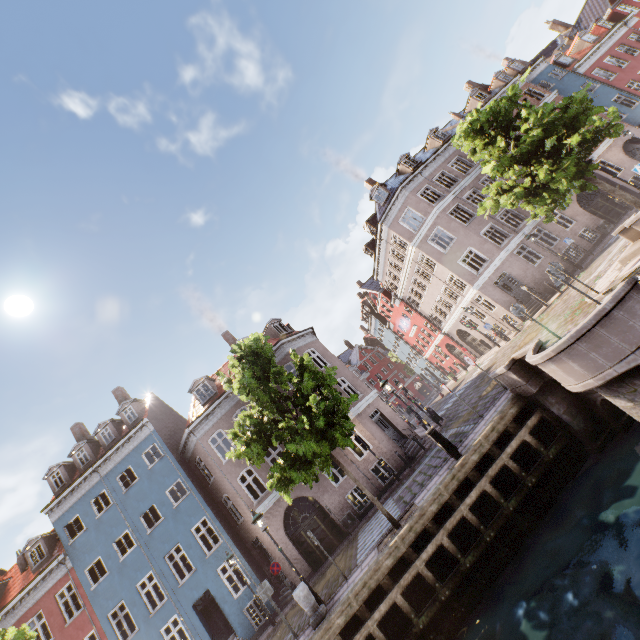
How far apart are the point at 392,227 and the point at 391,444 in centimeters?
1778cm

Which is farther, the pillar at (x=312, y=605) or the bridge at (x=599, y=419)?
the pillar at (x=312, y=605)

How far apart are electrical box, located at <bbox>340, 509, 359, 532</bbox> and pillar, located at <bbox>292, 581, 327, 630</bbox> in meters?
7.4 m

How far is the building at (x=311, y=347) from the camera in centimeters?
1894cm

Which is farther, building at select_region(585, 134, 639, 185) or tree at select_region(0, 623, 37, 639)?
building at select_region(585, 134, 639, 185)

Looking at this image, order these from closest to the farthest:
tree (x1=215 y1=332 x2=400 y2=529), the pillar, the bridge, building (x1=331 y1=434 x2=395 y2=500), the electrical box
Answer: the bridge < the pillar < tree (x1=215 y1=332 x2=400 y2=529) < the electrical box < building (x1=331 y1=434 x2=395 y2=500)

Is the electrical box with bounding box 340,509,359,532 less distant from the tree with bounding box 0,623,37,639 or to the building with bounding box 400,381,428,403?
the building with bounding box 400,381,428,403

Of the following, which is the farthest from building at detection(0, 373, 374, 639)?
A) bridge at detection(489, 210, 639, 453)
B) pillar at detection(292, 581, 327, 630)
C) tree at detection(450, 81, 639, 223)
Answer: bridge at detection(489, 210, 639, 453)
